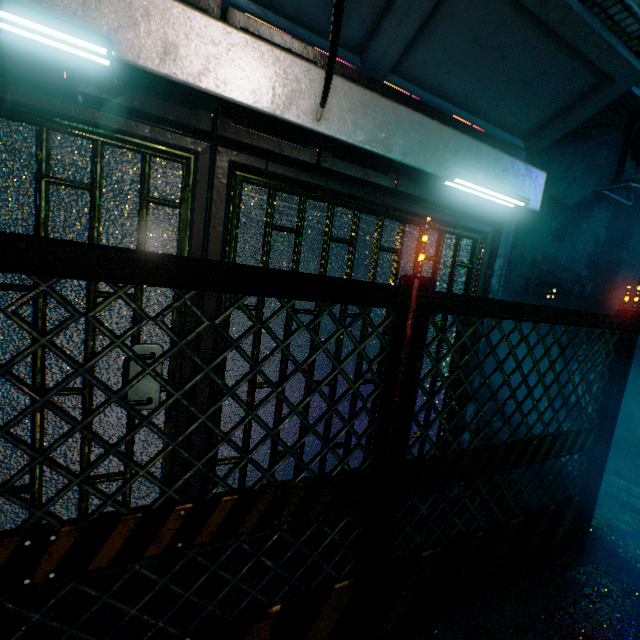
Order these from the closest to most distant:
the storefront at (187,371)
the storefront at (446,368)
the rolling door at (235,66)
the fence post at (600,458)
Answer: the rolling door at (235,66) → the storefront at (187,371) → the fence post at (600,458) → the storefront at (446,368)

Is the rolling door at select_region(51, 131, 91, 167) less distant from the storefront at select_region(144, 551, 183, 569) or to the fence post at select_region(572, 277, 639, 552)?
the storefront at select_region(144, 551, 183, 569)

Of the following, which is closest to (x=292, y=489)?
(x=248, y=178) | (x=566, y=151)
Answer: (x=248, y=178)

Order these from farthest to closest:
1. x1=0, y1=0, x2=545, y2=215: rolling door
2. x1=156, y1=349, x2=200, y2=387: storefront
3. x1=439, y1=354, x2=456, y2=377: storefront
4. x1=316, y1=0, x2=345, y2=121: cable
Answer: x1=439, y1=354, x2=456, y2=377: storefront
x1=156, y1=349, x2=200, y2=387: storefront
x1=0, y1=0, x2=545, y2=215: rolling door
x1=316, y1=0, x2=345, y2=121: cable

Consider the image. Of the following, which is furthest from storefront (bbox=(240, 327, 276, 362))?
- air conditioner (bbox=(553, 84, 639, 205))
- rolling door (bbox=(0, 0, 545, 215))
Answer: air conditioner (bbox=(553, 84, 639, 205))

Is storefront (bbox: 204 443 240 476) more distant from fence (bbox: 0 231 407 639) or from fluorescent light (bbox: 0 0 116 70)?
fence (bbox: 0 231 407 639)

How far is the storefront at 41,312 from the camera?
1.4 meters
